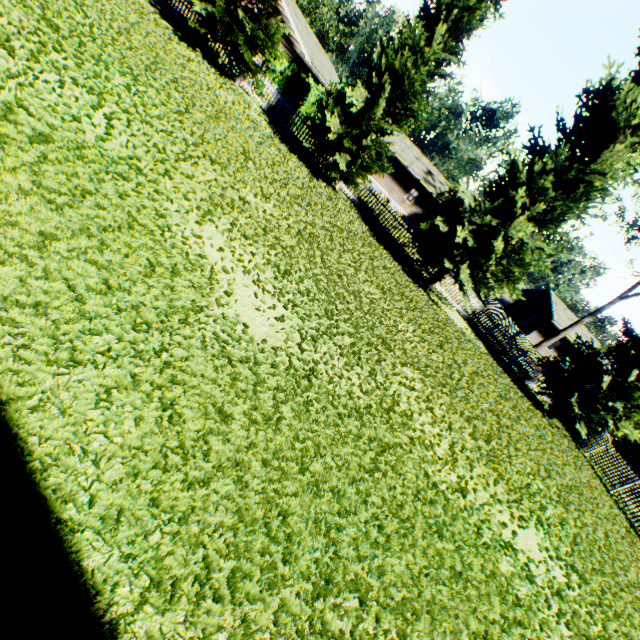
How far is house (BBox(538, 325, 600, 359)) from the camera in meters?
36.3

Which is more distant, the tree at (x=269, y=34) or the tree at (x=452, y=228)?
the tree at (x=269, y=34)

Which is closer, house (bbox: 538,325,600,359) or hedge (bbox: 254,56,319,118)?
hedge (bbox: 254,56,319,118)

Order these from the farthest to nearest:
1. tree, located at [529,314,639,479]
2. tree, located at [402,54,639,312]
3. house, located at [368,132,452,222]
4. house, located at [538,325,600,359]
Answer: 1. house, located at [538,325,600,359]
2. house, located at [368,132,452,222]
3. tree, located at [529,314,639,479]
4. tree, located at [402,54,639,312]

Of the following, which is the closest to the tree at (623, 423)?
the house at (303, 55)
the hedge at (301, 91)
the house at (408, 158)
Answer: the hedge at (301, 91)

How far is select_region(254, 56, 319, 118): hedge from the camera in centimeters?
1602cm

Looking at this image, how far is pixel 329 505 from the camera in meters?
3.1

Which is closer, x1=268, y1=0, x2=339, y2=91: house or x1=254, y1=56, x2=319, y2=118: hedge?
x1=254, y1=56, x2=319, y2=118: hedge
